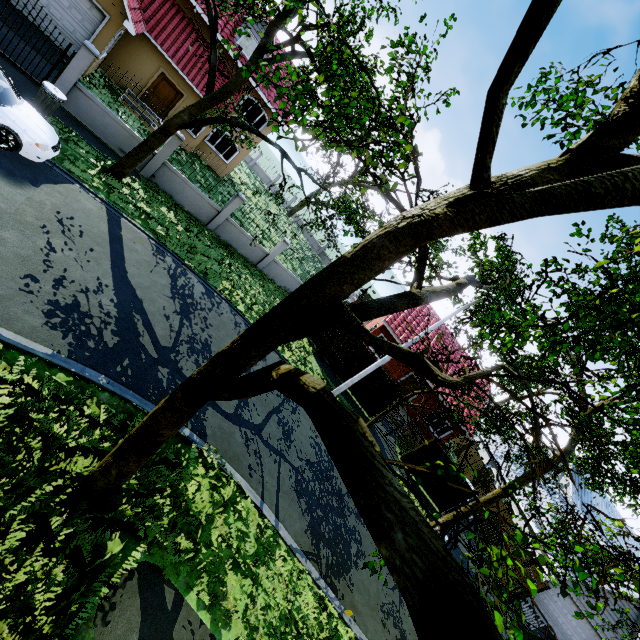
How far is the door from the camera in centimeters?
1878cm

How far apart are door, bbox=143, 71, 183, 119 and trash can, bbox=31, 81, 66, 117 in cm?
999

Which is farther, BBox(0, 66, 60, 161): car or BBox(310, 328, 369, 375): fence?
BBox(310, 328, 369, 375): fence

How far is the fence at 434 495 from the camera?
18.84m

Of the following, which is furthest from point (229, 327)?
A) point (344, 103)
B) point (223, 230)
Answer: point (344, 103)

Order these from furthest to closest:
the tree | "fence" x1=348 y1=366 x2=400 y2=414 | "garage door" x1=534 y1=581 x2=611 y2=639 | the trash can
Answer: "garage door" x1=534 y1=581 x2=611 y2=639 < "fence" x1=348 y1=366 x2=400 y2=414 < the trash can < the tree

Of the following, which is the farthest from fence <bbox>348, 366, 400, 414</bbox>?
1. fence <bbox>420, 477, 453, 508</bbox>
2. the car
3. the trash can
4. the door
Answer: the door

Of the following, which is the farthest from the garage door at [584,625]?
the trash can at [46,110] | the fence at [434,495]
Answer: the trash can at [46,110]
